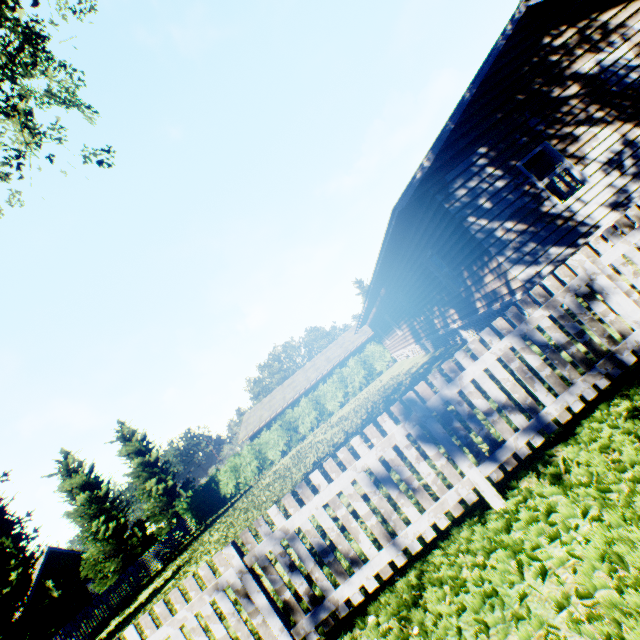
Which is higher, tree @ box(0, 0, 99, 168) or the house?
tree @ box(0, 0, 99, 168)

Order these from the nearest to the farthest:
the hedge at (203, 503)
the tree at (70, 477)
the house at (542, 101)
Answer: the house at (542, 101) → the tree at (70, 477) → the hedge at (203, 503)

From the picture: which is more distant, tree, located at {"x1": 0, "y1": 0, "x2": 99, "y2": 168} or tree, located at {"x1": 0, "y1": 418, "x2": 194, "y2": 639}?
tree, located at {"x1": 0, "y1": 418, "x2": 194, "y2": 639}

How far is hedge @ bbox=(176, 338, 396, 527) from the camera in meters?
27.5

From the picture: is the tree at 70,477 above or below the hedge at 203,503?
above

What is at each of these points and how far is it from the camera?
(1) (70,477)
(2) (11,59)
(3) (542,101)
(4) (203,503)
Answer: (1) tree, 23.7 meters
(2) tree, 7.9 meters
(3) house, 8.4 meters
(4) hedge, 27.3 meters

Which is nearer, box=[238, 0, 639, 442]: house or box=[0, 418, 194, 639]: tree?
box=[238, 0, 639, 442]: house

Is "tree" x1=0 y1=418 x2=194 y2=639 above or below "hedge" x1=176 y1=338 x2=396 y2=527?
above
